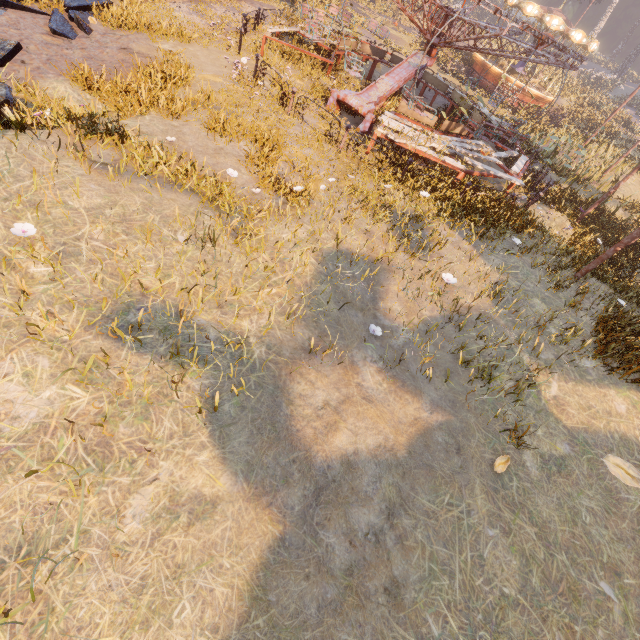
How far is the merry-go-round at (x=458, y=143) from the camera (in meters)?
10.12

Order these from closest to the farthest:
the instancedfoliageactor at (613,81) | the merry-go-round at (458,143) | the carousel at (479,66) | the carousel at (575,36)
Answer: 1. the instancedfoliageactor at (613,81)
2. the merry-go-round at (458,143)
3. the carousel at (575,36)
4. the carousel at (479,66)

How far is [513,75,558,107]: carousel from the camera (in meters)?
24.86

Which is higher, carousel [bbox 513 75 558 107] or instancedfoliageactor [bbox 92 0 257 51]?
carousel [bbox 513 75 558 107]

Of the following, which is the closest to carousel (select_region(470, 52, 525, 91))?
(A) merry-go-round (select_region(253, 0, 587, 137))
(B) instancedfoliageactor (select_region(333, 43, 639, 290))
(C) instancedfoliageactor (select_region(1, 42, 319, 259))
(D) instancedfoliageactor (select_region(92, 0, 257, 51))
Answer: (B) instancedfoliageactor (select_region(333, 43, 639, 290))

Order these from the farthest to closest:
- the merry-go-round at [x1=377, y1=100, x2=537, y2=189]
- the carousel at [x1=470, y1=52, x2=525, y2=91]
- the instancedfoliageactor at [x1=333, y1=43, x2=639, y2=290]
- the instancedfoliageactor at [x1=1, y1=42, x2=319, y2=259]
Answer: the carousel at [x1=470, y1=52, x2=525, y2=91] → the merry-go-round at [x1=377, y1=100, x2=537, y2=189] → the instancedfoliageactor at [x1=333, y1=43, x2=639, y2=290] → the instancedfoliageactor at [x1=1, y1=42, x2=319, y2=259]

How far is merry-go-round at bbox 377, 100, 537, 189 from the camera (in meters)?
10.12

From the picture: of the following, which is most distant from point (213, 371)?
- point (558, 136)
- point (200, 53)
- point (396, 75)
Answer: point (558, 136)
